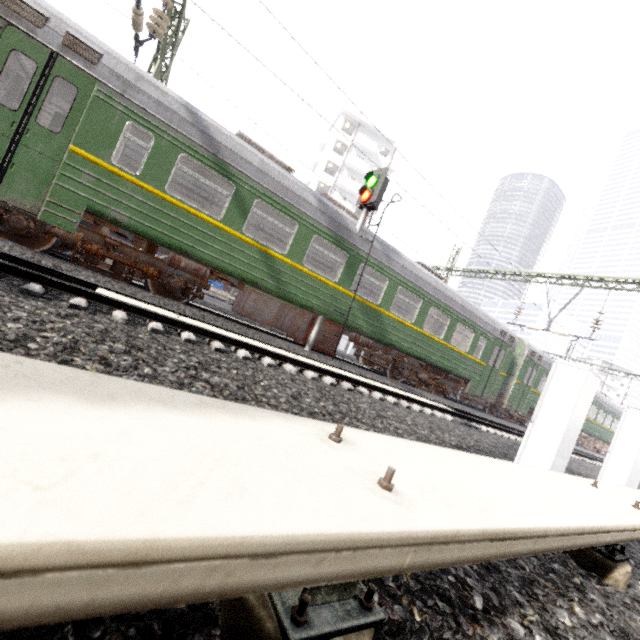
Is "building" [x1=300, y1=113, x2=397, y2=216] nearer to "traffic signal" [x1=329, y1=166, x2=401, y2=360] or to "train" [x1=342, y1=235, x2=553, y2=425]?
"train" [x1=342, y1=235, x2=553, y2=425]

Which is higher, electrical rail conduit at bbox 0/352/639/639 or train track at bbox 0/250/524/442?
electrical rail conduit at bbox 0/352/639/639

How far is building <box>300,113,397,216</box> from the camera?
42.2m

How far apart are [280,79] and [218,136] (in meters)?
2.08

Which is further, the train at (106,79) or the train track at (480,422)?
the train at (106,79)

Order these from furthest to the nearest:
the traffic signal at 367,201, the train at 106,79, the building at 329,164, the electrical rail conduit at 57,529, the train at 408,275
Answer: the building at 329,164
the train at 408,275
the traffic signal at 367,201
the train at 106,79
the electrical rail conduit at 57,529

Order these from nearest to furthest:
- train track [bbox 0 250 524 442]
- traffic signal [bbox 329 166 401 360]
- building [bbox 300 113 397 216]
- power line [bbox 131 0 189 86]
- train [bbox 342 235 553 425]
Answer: train track [bbox 0 250 524 442] < power line [bbox 131 0 189 86] < traffic signal [bbox 329 166 401 360] < train [bbox 342 235 553 425] < building [bbox 300 113 397 216]

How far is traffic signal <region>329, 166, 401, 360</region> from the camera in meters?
9.5
